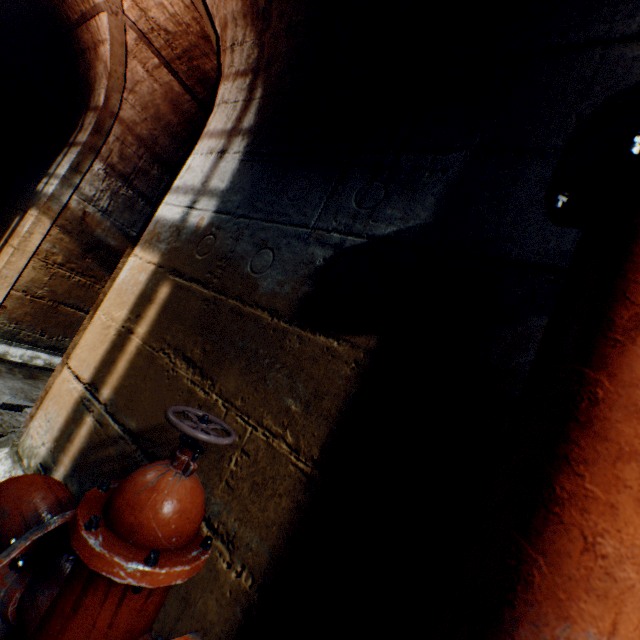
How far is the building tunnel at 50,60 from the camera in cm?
348

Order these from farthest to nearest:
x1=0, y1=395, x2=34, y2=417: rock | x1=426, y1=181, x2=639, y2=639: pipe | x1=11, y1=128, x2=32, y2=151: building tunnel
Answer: x1=11, y1=128, x2=32, y2=151: building tunnel → x1=0, y1=395, x2=34, y2=417: rock → x1=426, y1=181, x2=639, y2=639: pipe

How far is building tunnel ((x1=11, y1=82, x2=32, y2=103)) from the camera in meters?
5.0

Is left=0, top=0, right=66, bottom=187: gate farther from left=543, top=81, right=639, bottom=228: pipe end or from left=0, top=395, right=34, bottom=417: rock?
left=543, top=81, right=639, bottom=228: pipe end

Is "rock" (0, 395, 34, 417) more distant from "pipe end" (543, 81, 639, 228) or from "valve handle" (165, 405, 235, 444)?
"pipe end" (543, 81, 639, 228)

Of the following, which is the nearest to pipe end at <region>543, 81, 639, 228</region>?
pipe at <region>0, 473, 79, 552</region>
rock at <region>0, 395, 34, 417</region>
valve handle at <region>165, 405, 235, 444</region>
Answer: valve handle at <region>165, 405, 235, 444</region>

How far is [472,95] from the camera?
1.0 meters
